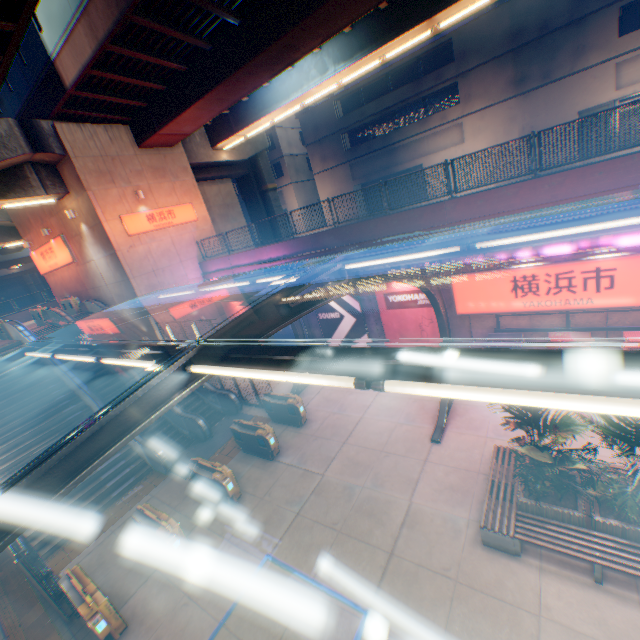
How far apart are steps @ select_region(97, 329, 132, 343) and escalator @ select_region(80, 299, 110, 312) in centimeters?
0cm

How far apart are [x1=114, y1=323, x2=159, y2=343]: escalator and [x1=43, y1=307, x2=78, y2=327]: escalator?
1.4m

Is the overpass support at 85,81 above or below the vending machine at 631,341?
above

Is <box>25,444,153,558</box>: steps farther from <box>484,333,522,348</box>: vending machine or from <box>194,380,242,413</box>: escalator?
<box>484,333,522,348</box>: vending machine

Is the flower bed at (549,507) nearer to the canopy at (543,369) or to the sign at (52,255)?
the canopy at (543,369)

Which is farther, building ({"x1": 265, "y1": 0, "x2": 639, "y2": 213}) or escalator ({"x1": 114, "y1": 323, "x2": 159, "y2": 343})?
building ({"x1": 265, "y1": 0, "x2": 639, "y2": 213})

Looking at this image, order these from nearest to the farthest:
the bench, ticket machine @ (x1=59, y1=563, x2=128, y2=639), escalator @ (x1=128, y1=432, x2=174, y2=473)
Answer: the bench < ticket machine @ (x1=59, y1=563, x2=128, y2=639) < escalator @ (x1=128, y1=432, x2=174, y2=473)

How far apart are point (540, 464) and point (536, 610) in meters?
2.6 m
